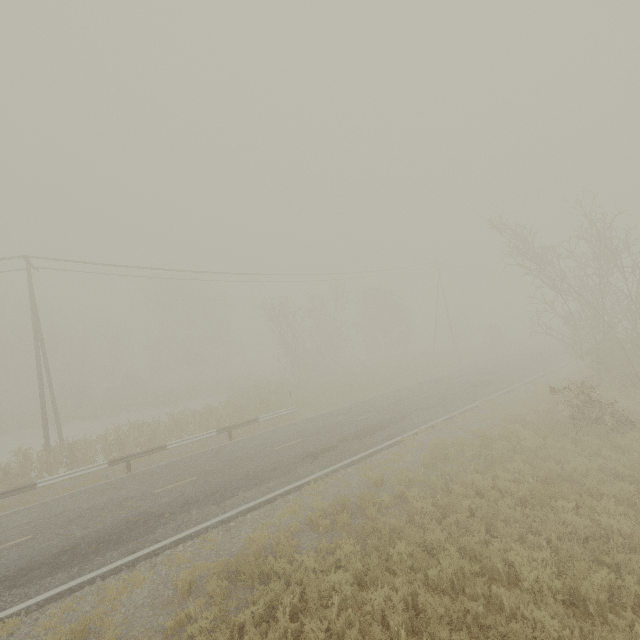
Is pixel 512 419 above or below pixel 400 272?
below
